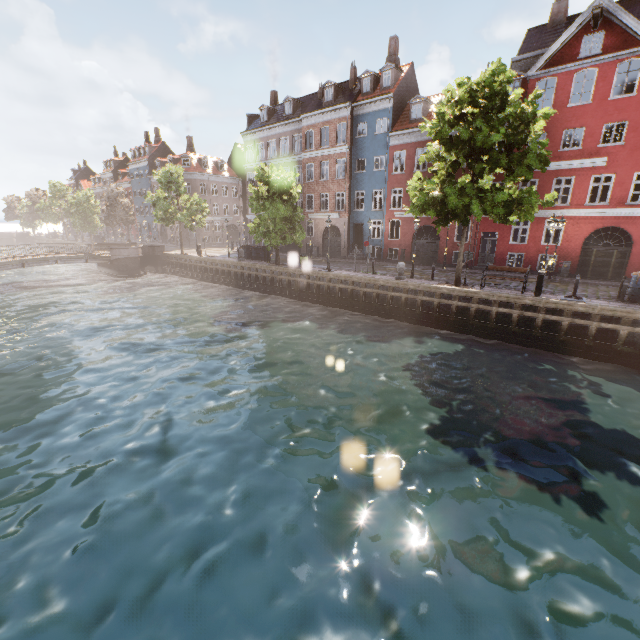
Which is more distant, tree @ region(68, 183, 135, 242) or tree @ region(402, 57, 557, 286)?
tree @ region(68, 183, 135, 242)

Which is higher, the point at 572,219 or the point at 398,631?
the point at 572,219

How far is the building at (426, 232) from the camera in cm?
2655

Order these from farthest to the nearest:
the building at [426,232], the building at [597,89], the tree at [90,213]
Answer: the tree at [90,213] < the building at [426,232] < the building at [597,89]

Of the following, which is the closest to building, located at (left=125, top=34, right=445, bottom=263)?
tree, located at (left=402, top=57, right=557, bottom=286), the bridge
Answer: tree, located at (left=402, top=57, right=557, bottom=286)
